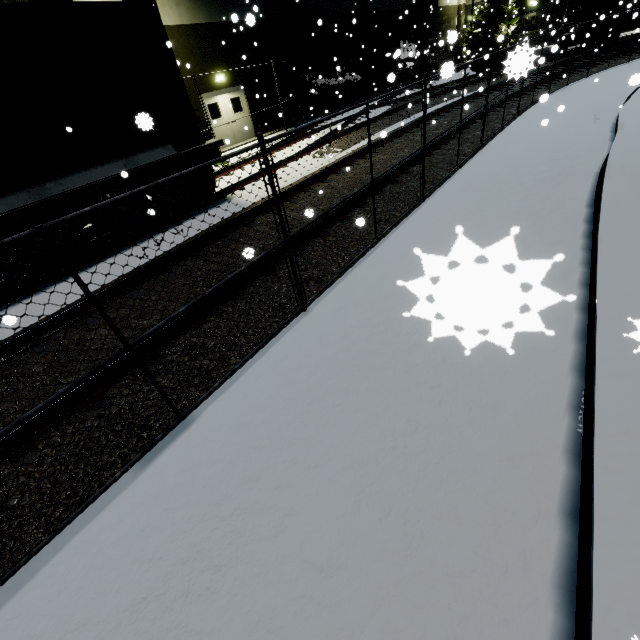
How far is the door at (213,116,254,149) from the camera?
16.8 meters

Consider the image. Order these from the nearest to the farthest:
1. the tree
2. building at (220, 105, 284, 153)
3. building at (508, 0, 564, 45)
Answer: building at (220, 105, 284, 153), the tree, building at (508, 0, 564, 45)

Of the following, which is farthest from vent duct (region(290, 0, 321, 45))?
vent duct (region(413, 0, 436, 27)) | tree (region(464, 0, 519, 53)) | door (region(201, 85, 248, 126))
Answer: vent duct (region(413, 0, 436, 27))

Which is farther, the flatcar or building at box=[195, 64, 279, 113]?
building at box=[195, 64, 279, 113]

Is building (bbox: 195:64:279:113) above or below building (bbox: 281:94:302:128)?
above

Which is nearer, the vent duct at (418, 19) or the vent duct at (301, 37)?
the vent duct at (301, 37)

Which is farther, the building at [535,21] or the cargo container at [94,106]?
the building at [535,21]

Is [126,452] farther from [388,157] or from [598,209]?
[388,157]
